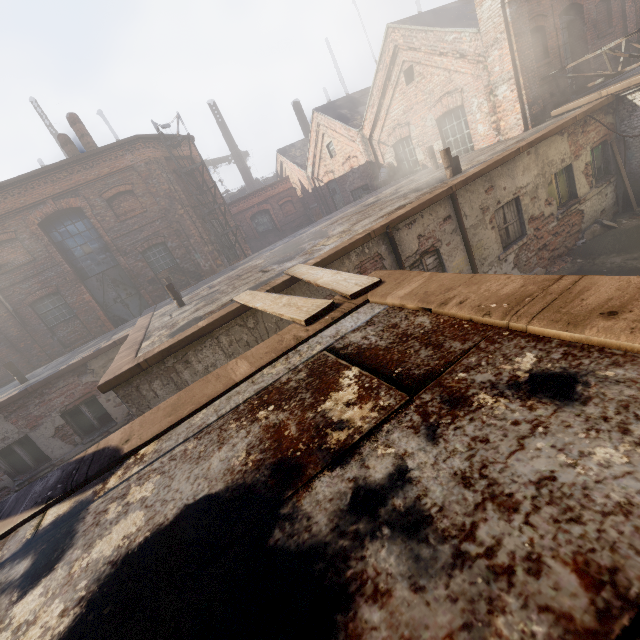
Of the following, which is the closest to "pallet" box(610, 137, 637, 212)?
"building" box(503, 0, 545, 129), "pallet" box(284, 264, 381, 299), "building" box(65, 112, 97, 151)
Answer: "building" box(503, 0, 545, 129)

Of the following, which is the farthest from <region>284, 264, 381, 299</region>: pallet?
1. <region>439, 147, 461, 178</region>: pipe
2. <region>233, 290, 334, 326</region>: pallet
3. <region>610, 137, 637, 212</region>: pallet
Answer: <region>610, 137, 637, 212</region>: pallet

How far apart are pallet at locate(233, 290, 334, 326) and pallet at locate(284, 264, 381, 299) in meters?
0.2

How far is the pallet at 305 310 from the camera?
3.09m

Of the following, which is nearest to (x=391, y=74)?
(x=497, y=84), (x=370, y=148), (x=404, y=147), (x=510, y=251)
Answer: (x=404, y=147)

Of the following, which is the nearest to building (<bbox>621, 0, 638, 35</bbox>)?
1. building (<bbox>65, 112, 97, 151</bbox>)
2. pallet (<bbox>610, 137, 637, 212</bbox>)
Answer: pallet (<bbox>610, 137, 637, 212</bbox>)

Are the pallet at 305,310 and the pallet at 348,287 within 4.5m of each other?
yes

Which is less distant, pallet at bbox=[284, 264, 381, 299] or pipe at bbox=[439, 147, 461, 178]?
pallet at bbox=[284, 264, 381, 299]
